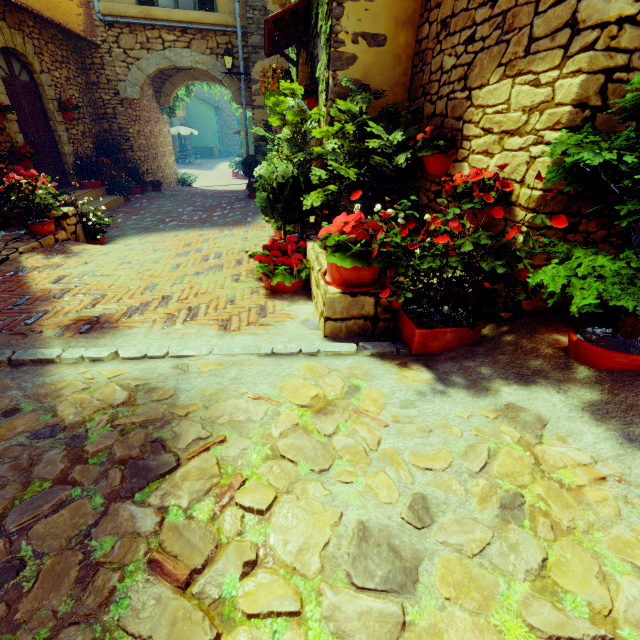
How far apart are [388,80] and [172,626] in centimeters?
500cm

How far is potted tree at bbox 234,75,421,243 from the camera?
3.5m

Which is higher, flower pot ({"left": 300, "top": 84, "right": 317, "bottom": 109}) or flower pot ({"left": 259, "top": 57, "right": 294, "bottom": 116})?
flower pot ({"left": 259, "top": 57, "right": 294, "bottom": 116})

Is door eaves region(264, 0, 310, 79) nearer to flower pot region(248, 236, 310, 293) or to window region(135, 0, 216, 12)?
window region(135, 0, 216, 12)

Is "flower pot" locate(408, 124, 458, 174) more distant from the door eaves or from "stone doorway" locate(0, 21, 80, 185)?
"stone doorway" locate(0, 21, 80, 185)

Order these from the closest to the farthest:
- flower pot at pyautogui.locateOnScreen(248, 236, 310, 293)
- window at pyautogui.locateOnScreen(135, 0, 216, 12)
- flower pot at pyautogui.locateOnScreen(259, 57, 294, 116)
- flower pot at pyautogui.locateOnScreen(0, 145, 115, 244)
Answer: flower pot at pyautogui.locateOnScreen(248, 236, 310, 293), flower pot at pyautogui.locateOnScreen(0, 145, 115, 244), flower pot at pyautogui.locateOnScreen(259, 57, 294, 116), window at pyautogui.locateOnScreen(135, 0, 216, 12)

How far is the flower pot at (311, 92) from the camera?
4.68m
